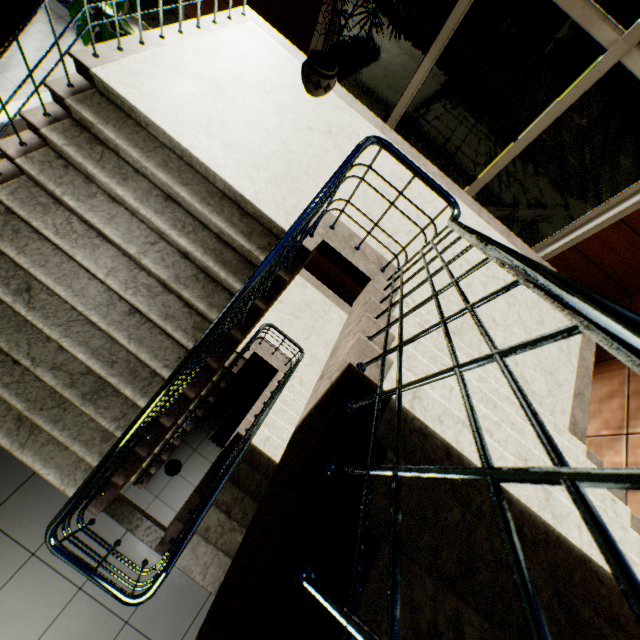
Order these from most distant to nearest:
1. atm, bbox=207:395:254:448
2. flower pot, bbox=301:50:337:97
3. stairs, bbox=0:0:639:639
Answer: atm, bbox=207:395:254:448 < flower pot, bbox=301:50:337:97 < stairs, bbox=0:0:639:639

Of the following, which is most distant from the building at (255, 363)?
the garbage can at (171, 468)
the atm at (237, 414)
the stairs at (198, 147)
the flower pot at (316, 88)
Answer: the flower pot at (316, 88)

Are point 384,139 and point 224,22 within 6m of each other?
yes

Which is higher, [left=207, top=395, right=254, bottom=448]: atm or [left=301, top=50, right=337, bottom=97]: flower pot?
[left=301, top=50, right=337, bottom=97]: flower pot

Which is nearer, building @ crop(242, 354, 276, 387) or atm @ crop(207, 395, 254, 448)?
atm @ crop(207, 395, 254, 448)

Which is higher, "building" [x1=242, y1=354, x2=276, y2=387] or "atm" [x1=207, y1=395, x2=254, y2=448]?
"atm" [x1=207, y1=395, x2=254, y2=448]

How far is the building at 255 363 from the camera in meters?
6.6

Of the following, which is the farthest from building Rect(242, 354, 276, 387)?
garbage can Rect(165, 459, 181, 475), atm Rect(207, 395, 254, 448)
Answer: garbage can Rect(165, 459, 181, 475)
